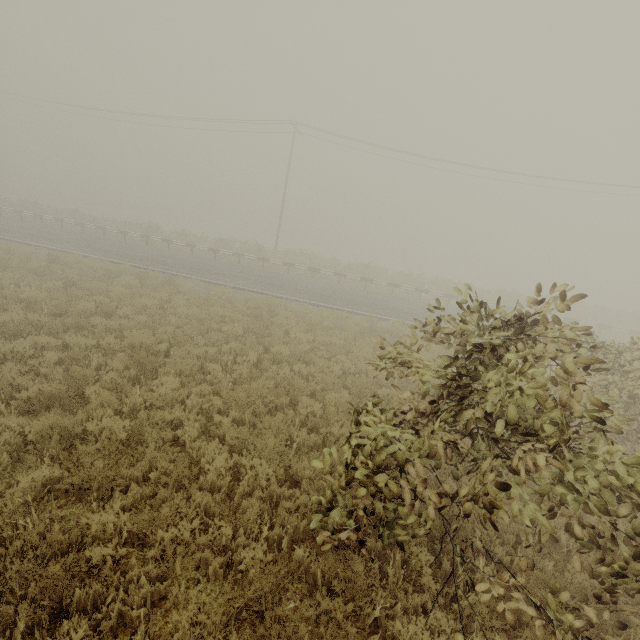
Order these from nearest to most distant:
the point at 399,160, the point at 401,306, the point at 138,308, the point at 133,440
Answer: the point at 133,440 < the point at 138,308 < the point at 401,306 < the point at 399,160
